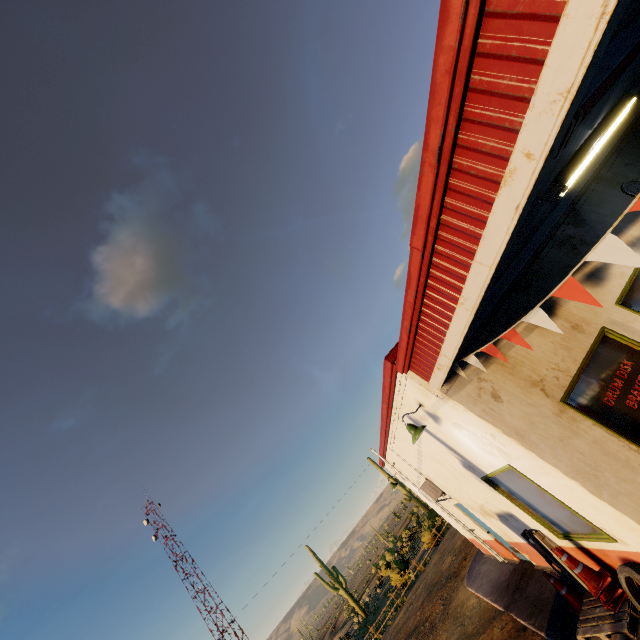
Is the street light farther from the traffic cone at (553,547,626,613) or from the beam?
the beam

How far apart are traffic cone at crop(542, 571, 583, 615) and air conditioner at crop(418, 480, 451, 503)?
3.5 meters

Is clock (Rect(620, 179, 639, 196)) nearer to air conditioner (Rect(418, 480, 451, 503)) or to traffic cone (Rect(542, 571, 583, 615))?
traffic cone (Rect(542, 571, 583, 615))

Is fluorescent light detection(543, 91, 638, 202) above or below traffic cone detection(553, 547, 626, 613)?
above

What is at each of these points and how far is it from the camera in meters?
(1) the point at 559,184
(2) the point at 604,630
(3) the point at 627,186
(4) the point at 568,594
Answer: (1) fluorescent light, 4.6
(2) pallet, 5.1
(3) clock, 7.2
(4) traffic cone, 6.2

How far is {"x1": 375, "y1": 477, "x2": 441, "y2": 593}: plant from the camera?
25.3 meters

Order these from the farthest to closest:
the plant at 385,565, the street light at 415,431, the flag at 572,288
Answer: the plant at 385,565
the street light at 415,431
the flag at 572,288

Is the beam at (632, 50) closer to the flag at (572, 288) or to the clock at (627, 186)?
the flag at (572, 288)
